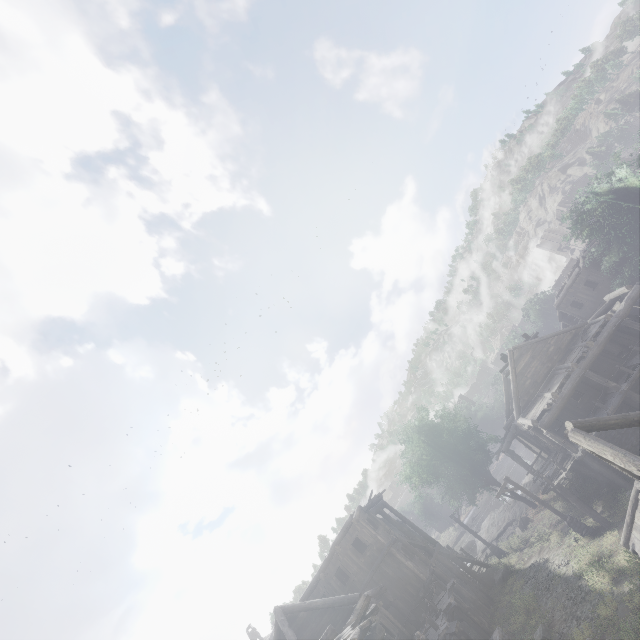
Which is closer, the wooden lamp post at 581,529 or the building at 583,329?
the building at 583,329

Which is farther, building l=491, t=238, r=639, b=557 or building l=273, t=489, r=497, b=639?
building l=273, t=489, r=497, b=639

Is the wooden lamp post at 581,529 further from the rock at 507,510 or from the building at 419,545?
the rock at 507,510

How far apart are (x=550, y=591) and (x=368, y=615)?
12.42m

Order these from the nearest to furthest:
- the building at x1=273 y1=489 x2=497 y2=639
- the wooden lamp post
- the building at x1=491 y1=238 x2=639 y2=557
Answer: the building at x1=491 y1=238 x2=639 y2=557 → the building at x1=273 y1=489 x2=497 y2=639 → the wooden lamp post

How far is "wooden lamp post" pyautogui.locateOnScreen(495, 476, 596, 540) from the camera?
18.22m

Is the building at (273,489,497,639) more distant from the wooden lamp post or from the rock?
the wooden lamp post

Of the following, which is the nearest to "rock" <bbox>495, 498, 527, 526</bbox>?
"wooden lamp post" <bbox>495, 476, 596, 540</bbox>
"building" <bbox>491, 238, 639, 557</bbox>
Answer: "building" <bbox>491, 238, 639, 557</bbox>
